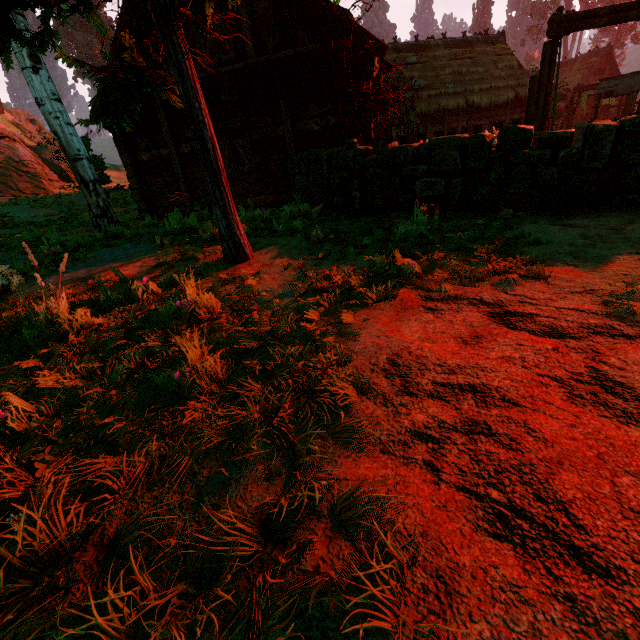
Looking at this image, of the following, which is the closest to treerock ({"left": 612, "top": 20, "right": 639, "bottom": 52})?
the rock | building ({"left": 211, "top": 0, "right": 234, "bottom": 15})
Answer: building ({"left": 211, "top": 0, "right": 234, "bottom": 15})

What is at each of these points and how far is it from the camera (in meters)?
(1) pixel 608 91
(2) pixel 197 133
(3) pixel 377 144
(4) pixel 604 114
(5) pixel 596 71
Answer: (1) well, 17.02
(2) treerock, 3.93
(3) building, 11.83
(4) building, 34.59
(5) building, 35.34

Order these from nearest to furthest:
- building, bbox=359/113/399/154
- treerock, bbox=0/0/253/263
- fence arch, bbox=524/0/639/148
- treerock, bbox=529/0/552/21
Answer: treerock, bbox=0/0/253/263 < fence arch, bbox=524/0/639/148 < building, bbox=359/113/399/154 < treerock, bbox=529/0/552/21

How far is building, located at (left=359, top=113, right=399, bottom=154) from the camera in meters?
8.8 m

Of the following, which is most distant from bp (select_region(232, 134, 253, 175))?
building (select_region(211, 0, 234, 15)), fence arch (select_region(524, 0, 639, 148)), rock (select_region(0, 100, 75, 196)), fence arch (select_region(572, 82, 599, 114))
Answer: fence arch (select_region(572, 82, 599, 114))

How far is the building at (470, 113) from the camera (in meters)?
8.29

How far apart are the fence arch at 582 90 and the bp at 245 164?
30.25m

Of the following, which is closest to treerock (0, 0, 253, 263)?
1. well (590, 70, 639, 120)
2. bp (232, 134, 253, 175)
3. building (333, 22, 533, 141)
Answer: building (333, 22, 533, 141)
